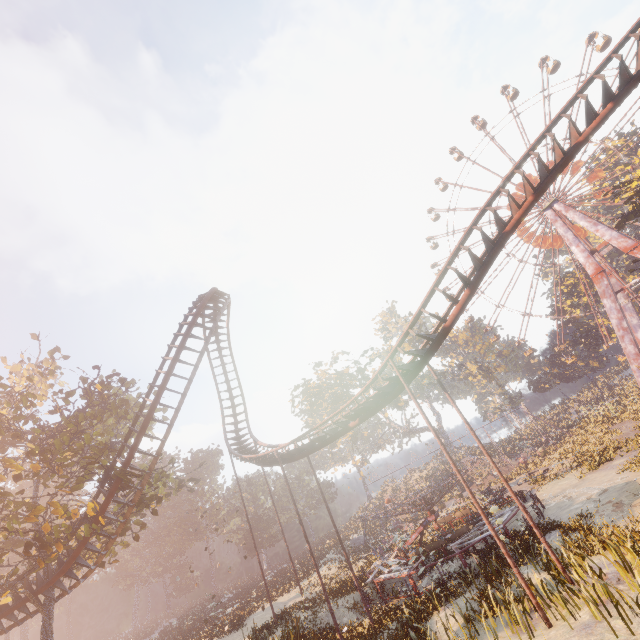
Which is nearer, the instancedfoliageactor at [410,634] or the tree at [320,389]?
the instancedfoliageactor at [410,634]

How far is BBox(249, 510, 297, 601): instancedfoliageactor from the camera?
31.71m

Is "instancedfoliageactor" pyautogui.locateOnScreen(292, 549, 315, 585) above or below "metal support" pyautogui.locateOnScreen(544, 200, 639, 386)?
below

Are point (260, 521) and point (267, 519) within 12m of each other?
yes

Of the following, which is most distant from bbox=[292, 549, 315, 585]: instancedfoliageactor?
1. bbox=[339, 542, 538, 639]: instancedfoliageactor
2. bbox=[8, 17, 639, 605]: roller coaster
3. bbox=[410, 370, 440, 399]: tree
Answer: bbox=[339, 542, 538, 639]: instancedfoliageactor

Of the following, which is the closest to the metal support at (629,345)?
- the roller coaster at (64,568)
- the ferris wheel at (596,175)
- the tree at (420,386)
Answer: the ferris wheel at (596,175)

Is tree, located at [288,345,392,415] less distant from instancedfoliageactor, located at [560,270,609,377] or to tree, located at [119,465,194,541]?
tree, located at [119,465,194,541]

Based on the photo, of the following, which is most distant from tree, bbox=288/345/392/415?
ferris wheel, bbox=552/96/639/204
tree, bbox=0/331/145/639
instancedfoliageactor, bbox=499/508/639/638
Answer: ferris wheel, bbox=552/96/639/204
